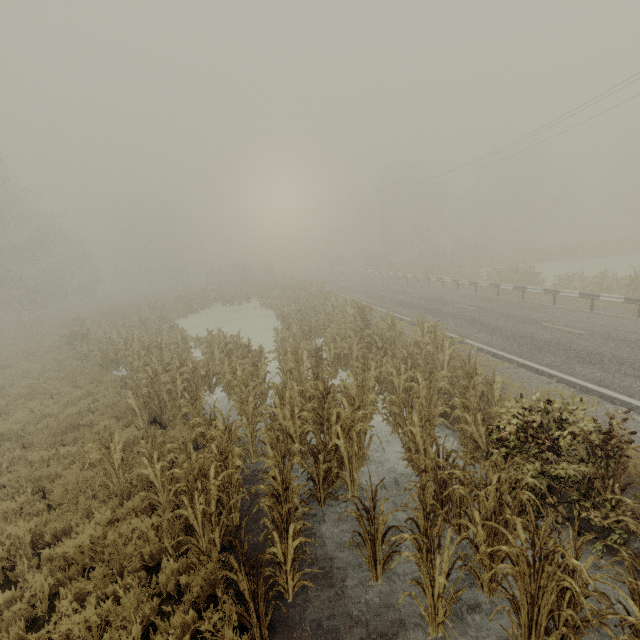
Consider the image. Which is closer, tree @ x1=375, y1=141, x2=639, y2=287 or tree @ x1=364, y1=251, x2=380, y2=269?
tree @ x1=375, y1=141, x2=639, y2=287

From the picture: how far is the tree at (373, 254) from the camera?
52.5m

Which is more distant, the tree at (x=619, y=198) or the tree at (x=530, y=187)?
the tree at (x=619, y=198)

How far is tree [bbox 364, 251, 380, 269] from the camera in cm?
5253

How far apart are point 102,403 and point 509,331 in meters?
15.4 m

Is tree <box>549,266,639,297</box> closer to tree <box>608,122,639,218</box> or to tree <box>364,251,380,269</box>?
tree <box>364,251,380,269</box>

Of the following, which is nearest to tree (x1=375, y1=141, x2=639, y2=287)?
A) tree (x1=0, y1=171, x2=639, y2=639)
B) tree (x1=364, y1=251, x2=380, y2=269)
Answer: tree (x1=0, y1=171, x2=639, y2=639)

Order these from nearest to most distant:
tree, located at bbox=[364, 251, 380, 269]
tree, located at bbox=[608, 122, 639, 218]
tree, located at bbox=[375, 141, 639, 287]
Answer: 1. tree, located at bbox=[375, 141, 639, 287]
2. tree, located at bbox=[364, 251, 380, 269]
3. tree, located at bbox=[608, 122, 639, 218]
